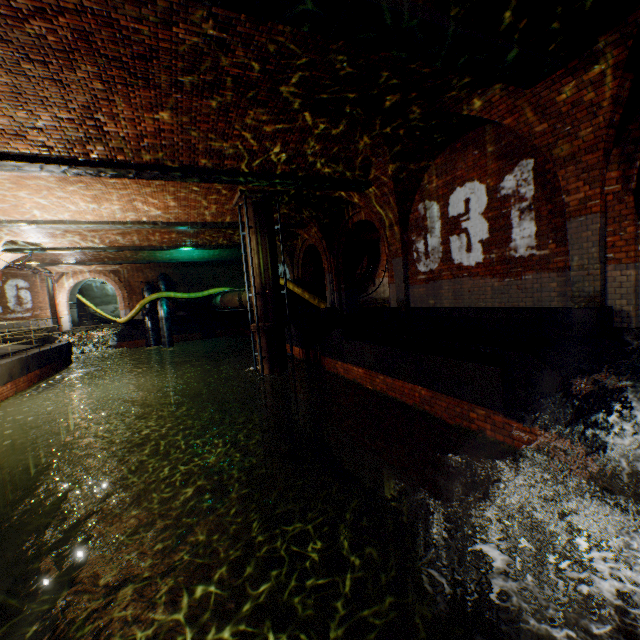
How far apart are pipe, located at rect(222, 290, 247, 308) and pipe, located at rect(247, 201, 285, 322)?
5.3m

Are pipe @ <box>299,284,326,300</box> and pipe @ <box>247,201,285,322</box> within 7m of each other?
yes

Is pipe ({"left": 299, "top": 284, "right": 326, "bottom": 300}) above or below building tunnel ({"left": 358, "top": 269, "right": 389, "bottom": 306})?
above

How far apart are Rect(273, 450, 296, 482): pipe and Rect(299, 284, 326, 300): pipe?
7.7m

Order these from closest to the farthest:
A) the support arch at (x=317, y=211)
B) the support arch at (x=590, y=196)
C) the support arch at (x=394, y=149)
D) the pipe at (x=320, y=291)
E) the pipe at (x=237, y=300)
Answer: the support arch at (x=590, y=196), the support arch at (x=394, y=149), the support arch at (x=317, y=211), the pipe at (x=237, y=300), the pipe at (x=320, y=291)

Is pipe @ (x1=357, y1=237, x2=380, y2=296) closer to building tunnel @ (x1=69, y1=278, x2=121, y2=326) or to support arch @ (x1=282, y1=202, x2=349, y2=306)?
support arch @ (x1=282, y1=202, x2=349, y2=306)

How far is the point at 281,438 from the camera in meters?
11.0 m

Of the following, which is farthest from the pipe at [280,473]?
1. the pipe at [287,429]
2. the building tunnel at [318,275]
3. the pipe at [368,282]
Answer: the pipe at [368,282]
